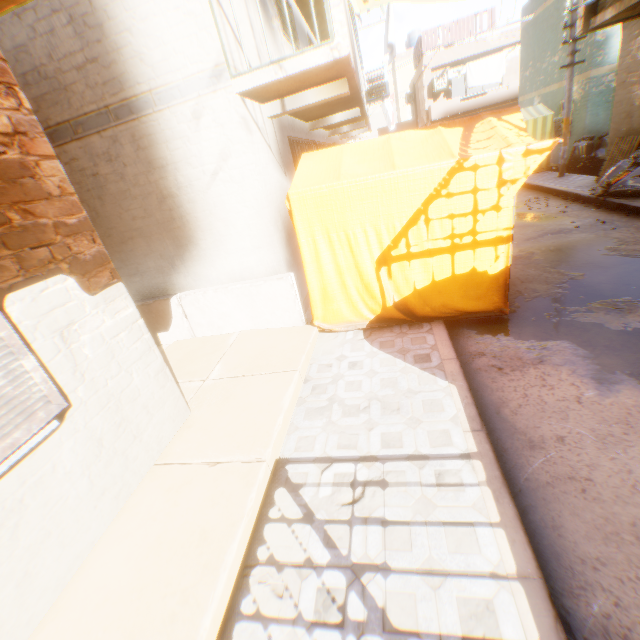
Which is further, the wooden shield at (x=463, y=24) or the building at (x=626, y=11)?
the wooden shield at (x=463, y=24)

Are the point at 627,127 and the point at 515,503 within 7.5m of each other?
no

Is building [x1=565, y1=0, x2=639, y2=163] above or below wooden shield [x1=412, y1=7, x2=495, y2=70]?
below

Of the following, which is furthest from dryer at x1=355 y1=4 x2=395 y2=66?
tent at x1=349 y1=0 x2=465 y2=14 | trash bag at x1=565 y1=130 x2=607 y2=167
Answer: trash bag at x1=565 y1=130 x2=607 y2=167

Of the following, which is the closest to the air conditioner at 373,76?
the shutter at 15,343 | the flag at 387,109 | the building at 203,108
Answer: the building at 203,108

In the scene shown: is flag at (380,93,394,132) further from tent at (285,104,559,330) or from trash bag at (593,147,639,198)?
trash bag at (593,147,639,198)

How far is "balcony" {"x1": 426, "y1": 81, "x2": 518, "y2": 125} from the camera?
21.0 meters
